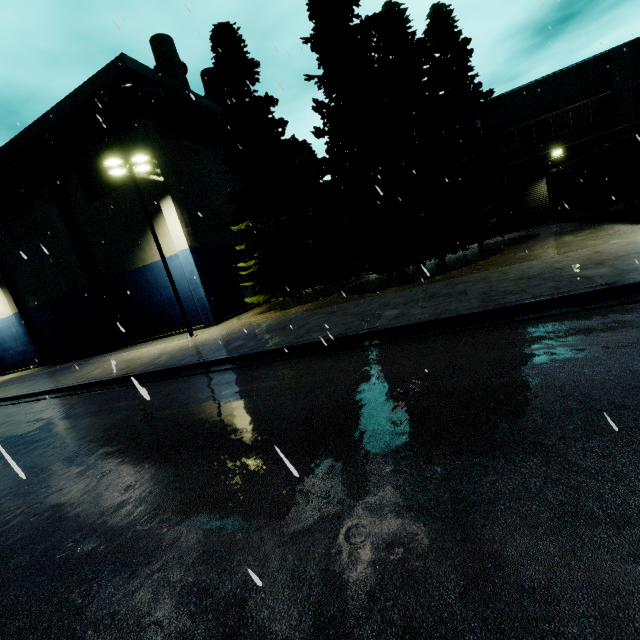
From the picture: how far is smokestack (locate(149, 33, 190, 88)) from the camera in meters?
32.3

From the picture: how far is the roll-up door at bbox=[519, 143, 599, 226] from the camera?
23.89m

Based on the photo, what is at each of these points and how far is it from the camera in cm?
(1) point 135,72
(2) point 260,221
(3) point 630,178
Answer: (1) building, 1827
(2) tree, 1950
(3) semi trailer, 1359

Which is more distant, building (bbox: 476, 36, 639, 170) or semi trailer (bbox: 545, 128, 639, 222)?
building (bbox: 476, 36, 639, 170)

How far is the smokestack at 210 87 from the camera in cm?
3925

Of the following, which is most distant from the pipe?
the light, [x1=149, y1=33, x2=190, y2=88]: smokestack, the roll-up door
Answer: the roll-up door

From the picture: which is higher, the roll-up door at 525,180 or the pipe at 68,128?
the pipe at 68,128
